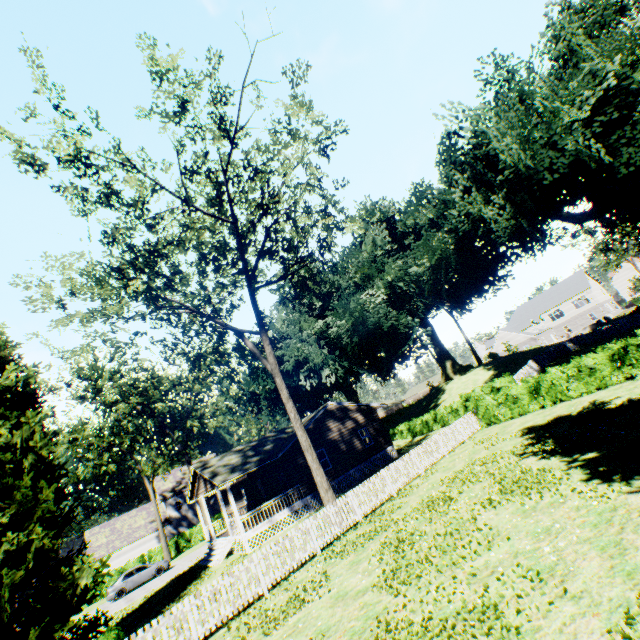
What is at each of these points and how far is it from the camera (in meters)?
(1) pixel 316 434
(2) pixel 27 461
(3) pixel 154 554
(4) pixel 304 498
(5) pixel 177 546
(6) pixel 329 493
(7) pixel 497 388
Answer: (1) house, 26.44
(2) plant, 13.70
(3) hedge, 36.72
(4) house, 23.19
(5) hedge, 37.38
(6) tree, 16.12
(7) hedge, 28.58

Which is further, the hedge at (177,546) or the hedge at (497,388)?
the hedge at (177,546)

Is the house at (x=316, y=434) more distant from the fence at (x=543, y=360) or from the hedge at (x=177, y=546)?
the fence at (x=543, y=360)

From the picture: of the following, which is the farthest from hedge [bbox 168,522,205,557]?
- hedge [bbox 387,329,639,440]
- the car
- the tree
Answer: hedge [bbox 387,329,639,440]

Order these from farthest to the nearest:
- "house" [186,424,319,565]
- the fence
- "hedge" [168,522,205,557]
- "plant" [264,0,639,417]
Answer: "hedge" [168,522,205,557] < the fence < "house" [186,424,319,565] < "plant" [264,0,639,417]

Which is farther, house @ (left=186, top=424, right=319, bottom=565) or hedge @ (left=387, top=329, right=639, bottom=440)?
house @ (left=186, top=424, right=319, bottom=565)

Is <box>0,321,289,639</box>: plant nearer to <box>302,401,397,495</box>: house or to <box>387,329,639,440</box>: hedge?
<box>302,401,397,495</box>: house

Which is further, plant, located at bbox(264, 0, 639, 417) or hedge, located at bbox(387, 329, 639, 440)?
plant, located at bbox(264, 0, 639, 417)
